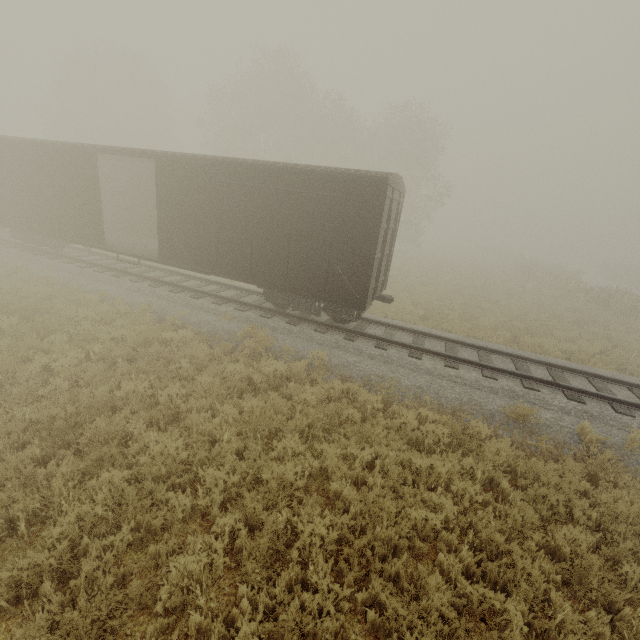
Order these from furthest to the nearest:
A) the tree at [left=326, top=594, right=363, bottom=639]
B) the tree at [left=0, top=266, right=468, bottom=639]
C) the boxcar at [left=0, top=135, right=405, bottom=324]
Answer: the boxcar at [left=0, top=135, right=405, bottom=324] → the tree at [left=0, top=266, right=468, bottom=639] → the tree at [left=326, top=594, right=363, bottom=639]

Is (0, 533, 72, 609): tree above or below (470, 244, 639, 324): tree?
below

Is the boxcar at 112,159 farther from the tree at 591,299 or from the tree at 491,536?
the tree at 591,299

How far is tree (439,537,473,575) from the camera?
4.37m

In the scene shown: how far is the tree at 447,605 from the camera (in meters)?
3.70

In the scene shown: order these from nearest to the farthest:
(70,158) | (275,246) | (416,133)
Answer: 1. (275,246)
2. (70,158)
3. (416,133)

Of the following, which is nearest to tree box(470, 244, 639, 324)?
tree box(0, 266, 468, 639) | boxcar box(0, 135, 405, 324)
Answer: tree box(0, 266, 468, 639)
